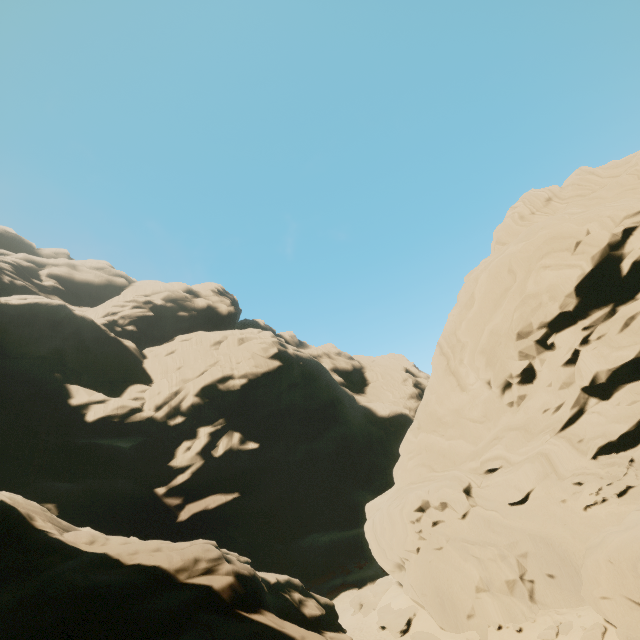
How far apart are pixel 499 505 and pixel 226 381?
37.24m

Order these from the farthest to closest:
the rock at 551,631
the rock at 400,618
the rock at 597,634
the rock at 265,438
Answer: the rock at 400,618 < the rock at 551,631 < the rock at 597,634 < the rock at 265,438

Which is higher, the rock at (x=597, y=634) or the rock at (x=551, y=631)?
the rock at (x=597, y=634)

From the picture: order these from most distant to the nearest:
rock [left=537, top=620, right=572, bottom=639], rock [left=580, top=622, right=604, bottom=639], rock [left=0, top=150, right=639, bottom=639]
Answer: rock [left=537, top=620, right=572, bottom=639]
rock [left=580, top=622, right=604, bottom=639]
rock [left=0, top=150, right=639, bottom=639]

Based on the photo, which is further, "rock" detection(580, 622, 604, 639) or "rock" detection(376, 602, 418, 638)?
"rock" detection(376, 602, 418, 638)

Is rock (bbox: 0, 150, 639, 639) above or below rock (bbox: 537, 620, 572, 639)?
above
